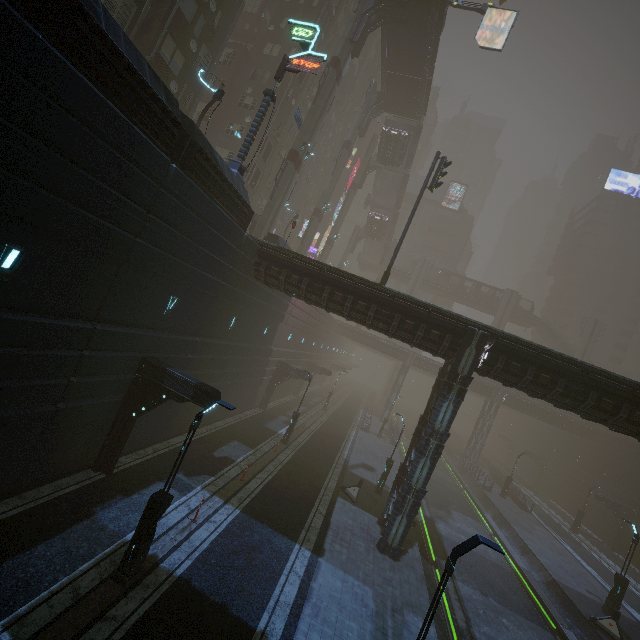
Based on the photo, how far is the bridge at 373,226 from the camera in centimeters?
5416cm

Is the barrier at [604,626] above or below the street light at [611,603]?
below

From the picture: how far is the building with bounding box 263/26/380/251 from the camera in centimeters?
4522cm

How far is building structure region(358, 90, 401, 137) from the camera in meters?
37.9 m

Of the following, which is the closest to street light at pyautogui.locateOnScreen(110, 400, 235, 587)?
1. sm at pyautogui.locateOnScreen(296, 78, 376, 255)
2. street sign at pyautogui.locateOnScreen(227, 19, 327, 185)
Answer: street sign at pyautogui.locateOnScreen(227, 19, 327, 185)

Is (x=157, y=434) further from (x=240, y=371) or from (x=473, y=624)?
(x=473, y=624)

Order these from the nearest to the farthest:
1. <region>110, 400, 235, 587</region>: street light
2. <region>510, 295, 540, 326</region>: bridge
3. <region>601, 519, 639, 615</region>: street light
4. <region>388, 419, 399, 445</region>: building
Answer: <region>110, 400, 235, 587</region>: street light
<region>601, 519, 639, 615</region>: street light
<region>388, 419, 399, 445</region>: building
<region>510, 295, 540, 326</region>: bridge

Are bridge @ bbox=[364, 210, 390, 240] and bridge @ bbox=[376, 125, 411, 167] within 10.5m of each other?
yes
